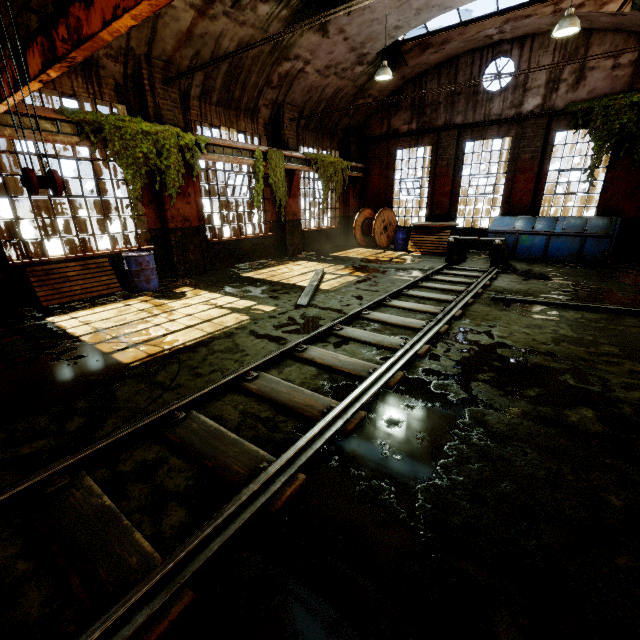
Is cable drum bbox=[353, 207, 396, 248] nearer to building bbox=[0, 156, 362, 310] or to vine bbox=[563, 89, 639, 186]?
building bbox=[0, 156, 362, 310]

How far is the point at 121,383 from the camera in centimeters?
403cm

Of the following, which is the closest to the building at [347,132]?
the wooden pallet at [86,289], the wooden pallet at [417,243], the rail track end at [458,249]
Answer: the wooden pallet at [86,289]

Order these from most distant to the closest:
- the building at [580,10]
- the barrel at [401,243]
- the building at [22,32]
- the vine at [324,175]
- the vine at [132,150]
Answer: the barrel at [401,243]
the vine at [324,175]
the building at [580,10]
the vine at [132,150]
the building at [22,32]

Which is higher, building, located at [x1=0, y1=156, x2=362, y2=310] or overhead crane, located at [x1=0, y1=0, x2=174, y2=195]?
overhead crane, located at [x1=0, y1=0, x2=174, y2=195]

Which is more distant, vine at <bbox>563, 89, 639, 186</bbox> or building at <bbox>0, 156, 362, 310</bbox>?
vine at <bbox>563, 89, 639, 186</bbox>

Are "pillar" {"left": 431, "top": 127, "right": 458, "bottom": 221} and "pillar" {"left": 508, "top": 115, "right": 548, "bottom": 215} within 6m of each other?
yes

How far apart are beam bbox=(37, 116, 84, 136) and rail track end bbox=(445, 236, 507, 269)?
9.9m
